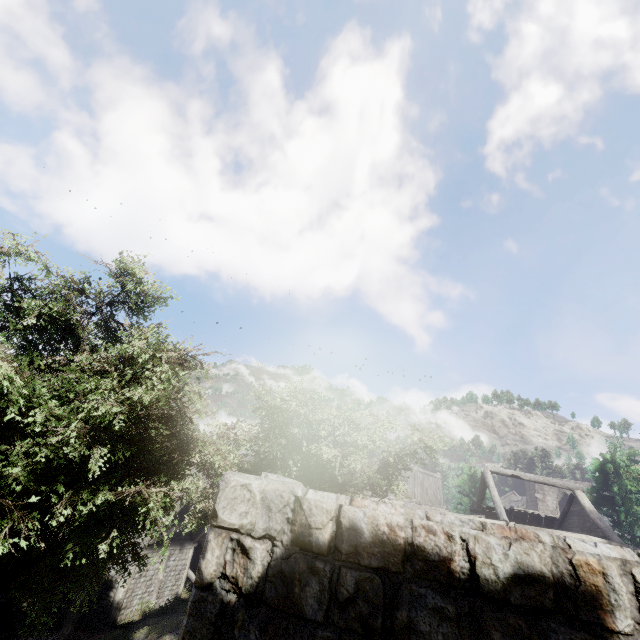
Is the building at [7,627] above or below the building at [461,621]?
below

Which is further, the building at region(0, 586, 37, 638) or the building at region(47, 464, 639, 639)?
the building at region(0, 586, 37, 638)

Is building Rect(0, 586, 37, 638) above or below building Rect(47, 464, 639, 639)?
below

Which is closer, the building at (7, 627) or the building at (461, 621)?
the building at (461, 621)

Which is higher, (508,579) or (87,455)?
(87,455)
